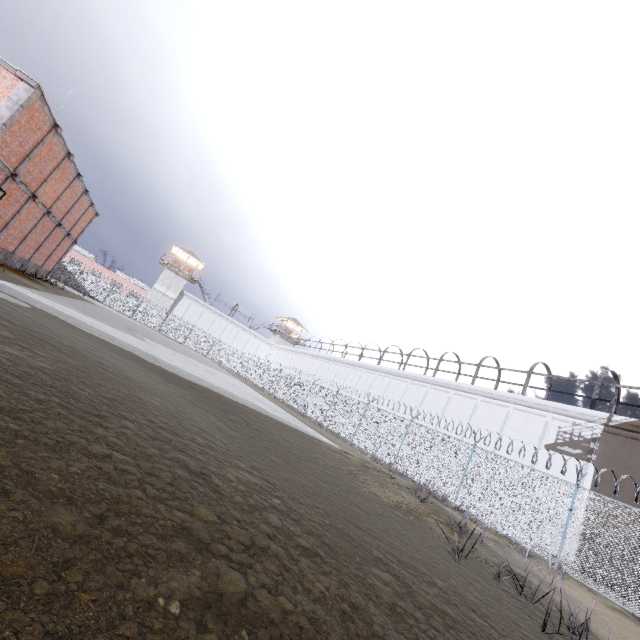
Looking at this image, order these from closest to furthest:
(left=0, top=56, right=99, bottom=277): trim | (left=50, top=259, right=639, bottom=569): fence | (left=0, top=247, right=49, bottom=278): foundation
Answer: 1. (left=50, top=259, right=639, bottom=569): fence
2. (left=0, top=56, right=99, bottom=277): trim
3. (left=0, top=247, right=49, bottom=278): foundation

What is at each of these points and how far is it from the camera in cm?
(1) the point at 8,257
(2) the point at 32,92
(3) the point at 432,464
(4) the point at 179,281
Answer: (1) foundation, 1903
(2) trim, 1259
(3) fence, 1591
(4) building, 5588

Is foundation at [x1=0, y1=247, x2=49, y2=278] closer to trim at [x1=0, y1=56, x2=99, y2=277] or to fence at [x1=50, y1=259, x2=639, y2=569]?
trim at [x1=0, y1=56, x2=99, y2=277]

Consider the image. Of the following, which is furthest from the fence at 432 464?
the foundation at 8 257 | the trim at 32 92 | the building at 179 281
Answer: the foundation at 8 257

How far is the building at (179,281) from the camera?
54.1 meters

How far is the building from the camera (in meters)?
54.09

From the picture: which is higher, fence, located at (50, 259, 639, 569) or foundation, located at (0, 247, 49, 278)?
fence, located at (50, 259, 639, 569)

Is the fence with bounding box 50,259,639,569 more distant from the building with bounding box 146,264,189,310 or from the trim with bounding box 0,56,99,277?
the trim with bounding box 0,56,99,277
